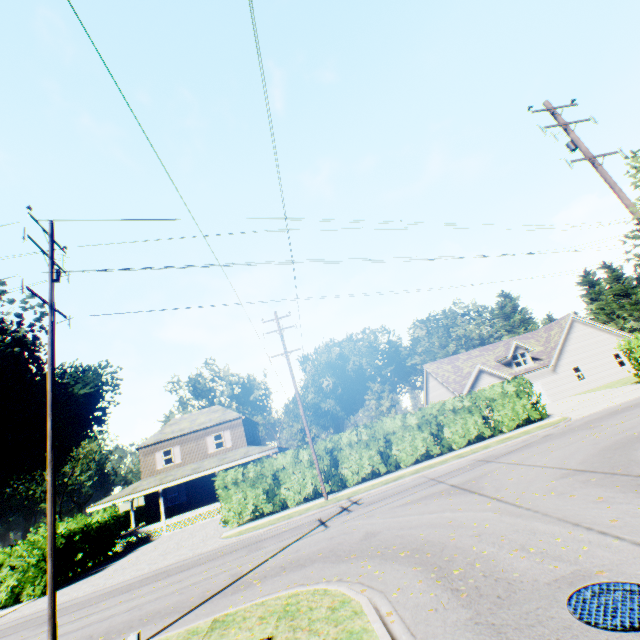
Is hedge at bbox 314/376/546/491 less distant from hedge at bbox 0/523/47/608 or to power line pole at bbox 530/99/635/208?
hedge at bbox 0/523/47/608

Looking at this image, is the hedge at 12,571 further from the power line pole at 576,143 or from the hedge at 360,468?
the power line pole at 576,143

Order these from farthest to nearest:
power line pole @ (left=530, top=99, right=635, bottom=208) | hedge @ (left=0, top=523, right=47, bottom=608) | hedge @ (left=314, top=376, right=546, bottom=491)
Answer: hedge @ (left=314, top=376, right=546, bottom=491), hedge @ (left=0, top=523, right=47, bottom=608), power line pole @ (left=530, top=99, right=635, bottom=208)

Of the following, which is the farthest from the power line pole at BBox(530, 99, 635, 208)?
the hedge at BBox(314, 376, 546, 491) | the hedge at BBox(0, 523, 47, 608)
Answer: the hedge at BBox(0, 523, 47, 608)

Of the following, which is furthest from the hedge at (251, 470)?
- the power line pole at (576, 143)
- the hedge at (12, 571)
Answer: the power line pole at (576, 143)

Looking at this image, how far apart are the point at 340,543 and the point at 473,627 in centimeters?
630cm

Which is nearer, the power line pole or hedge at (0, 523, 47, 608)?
the power line pole
